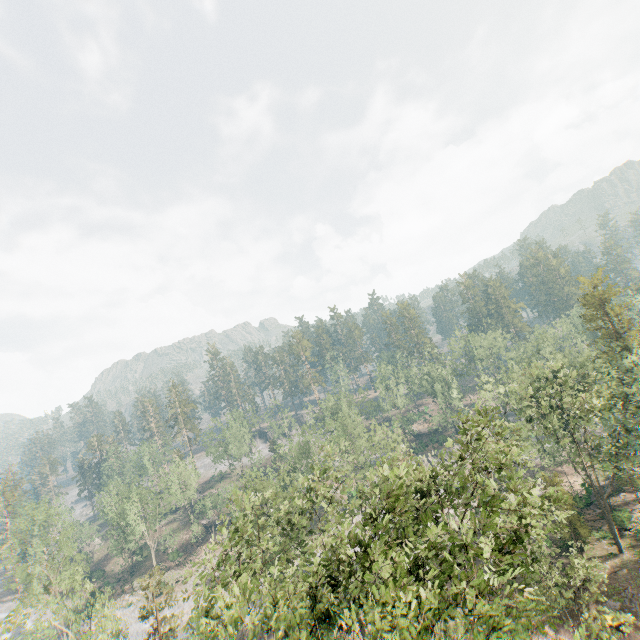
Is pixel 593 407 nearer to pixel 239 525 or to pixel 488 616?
pixel 488 616

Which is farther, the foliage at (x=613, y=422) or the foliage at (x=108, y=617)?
the foliage at (x=108, y=617)

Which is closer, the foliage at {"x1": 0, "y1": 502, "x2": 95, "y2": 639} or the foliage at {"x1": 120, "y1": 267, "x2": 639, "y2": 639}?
the foliage at {"x1": 120, "y1": 267, "x2": 639, "y2": 639}

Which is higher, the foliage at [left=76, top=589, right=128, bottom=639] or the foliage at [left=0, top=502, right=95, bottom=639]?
the foliage at [left=0, top=502, right=95, bottom=639]

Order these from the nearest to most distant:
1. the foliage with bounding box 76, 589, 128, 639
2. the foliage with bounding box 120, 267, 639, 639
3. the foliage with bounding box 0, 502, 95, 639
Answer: the foliage with bounding box 120, 267, 639, 639
the foliage with bounding box 76, 589, 128, 639
the foliage with bounding box 0, 502, 95, 639

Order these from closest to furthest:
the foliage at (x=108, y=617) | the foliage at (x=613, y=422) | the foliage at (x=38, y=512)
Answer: the foliage at (x=613, y=422)
the foliage at (x=108, y=617)
the foliage at (x=38, y=512)
